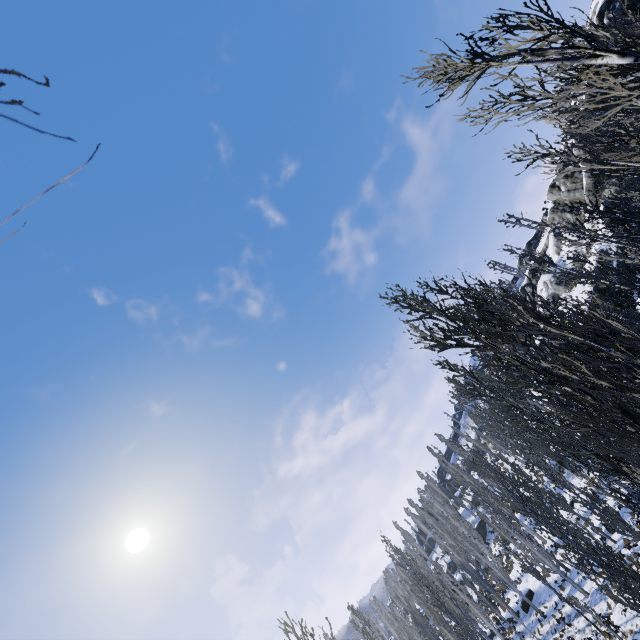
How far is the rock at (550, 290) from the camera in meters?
46.5 m

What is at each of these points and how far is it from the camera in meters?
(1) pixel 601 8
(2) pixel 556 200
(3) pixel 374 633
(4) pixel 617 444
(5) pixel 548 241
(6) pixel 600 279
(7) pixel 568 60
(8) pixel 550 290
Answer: (1) rock, 26.5
(2) rock, 46.4
(3) instancedfoliageactor, 54.7
(4) instancedfoliageactor, 5.0
(5) rock, 51.8
(6) instancedfoliageactor, 16.9
(7) instancedfoliageactor, 3.4
(8) rock, 49.1

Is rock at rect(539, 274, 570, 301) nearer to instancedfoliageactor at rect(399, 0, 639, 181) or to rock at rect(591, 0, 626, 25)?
rock at rect(591, 0, 626, 25)

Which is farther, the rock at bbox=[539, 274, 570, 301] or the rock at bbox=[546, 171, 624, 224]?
the rock at bbox=[539, 274, 570, 301]

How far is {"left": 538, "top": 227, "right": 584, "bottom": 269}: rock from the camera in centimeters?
4512cm
